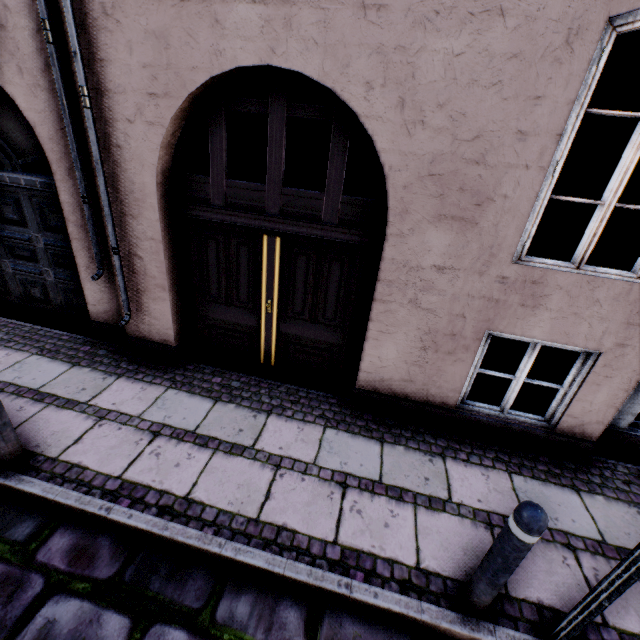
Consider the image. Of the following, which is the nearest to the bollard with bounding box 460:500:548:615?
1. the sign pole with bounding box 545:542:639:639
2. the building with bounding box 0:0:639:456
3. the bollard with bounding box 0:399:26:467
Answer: the sign pole with bounding box 545:542:639:639

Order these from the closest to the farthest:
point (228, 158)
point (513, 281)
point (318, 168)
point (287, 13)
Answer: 1. point (287, 13)
2. point (513, 281)
3. point (228, 158)
4. point (318, 168)

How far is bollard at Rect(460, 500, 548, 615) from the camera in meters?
1.8 m

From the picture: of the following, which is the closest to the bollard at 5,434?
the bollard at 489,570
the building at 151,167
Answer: the building at 151,167

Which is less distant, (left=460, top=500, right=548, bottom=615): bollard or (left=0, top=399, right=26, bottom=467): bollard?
(left=460, top=500, right=548, bottom=615): bollard

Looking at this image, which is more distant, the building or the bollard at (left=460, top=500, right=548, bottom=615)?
the building

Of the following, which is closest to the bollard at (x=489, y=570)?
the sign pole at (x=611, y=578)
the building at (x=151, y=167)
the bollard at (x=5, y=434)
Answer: the sign pole at (x=611, y=578)
